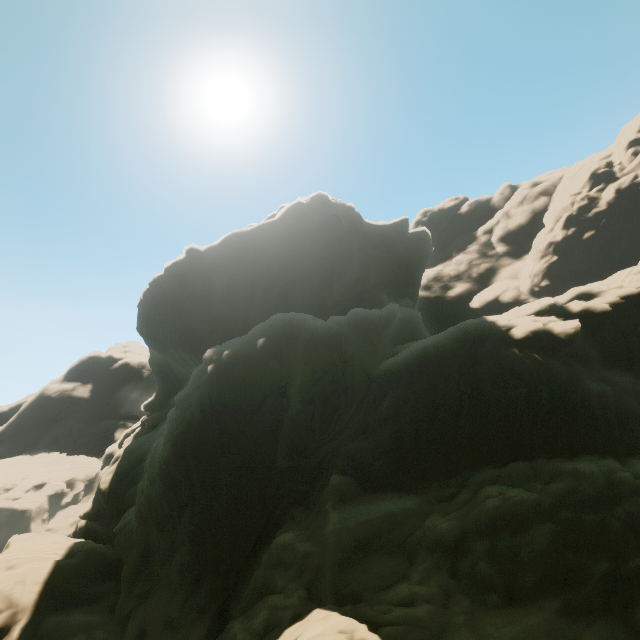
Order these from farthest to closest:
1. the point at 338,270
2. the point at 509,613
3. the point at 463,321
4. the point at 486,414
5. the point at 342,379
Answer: the point at 338,270 → the point at 463,321 → the point at 342,379 → the point at 486,414 → the point at 509,613
